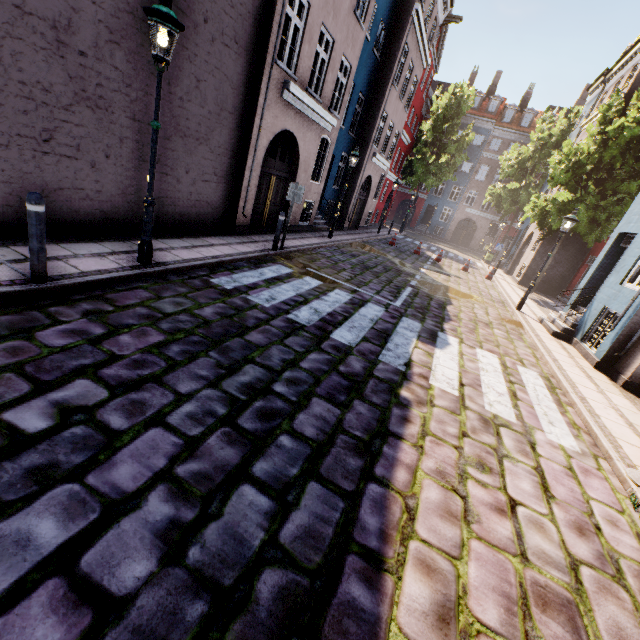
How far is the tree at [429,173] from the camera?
28.2m

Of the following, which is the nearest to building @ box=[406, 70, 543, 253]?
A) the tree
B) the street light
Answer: the street light

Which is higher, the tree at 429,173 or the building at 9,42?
the tree at 429,173

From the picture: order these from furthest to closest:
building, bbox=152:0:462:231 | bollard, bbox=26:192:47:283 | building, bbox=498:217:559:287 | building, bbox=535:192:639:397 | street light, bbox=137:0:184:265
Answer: building, bbox=498:217:559:287, building, bbox=535:192:639:397, building, bbox=152:0:462:231, street light, bbox=137:0:184:265, bollard, bbox=26:192:47:283

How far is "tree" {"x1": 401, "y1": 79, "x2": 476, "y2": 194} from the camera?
28.2 meters

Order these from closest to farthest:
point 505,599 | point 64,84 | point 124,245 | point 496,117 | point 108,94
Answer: point 505,599 → point 64,84 → point 108,94 → point 124,245 → point 496,117

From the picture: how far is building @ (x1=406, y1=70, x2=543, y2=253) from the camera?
36.6m
